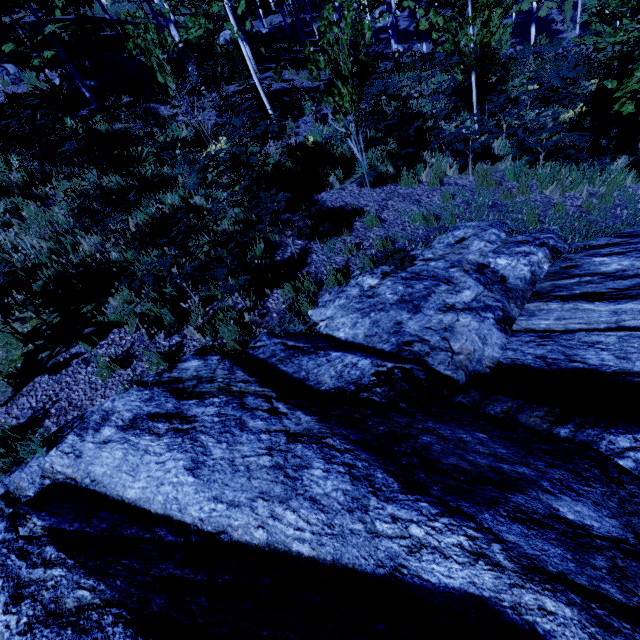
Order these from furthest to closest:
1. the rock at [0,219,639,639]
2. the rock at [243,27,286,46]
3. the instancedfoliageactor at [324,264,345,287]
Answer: the rock at [243,27,286,46] → the instancedfoliageactor at [324,264,345,287] → the rock at [0,219,639,639]

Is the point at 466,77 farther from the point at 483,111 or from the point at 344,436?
the point at 344,436

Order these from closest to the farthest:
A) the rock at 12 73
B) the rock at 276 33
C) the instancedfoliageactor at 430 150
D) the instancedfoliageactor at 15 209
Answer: the instancedfoliageactor at 15 209
the instancedfoliageactor at 430 150
the rock at 12 73
the rock at 276 33

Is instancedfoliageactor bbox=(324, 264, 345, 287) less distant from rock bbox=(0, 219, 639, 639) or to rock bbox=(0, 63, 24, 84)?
rock bbox=(0, 219, 639, 639)

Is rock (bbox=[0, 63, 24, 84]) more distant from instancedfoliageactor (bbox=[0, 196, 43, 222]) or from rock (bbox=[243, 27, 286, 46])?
rock (bbox=[243, 27, 286, 46])

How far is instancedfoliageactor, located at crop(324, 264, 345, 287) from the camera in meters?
5.2 m

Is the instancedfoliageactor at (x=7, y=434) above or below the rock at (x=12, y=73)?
below
